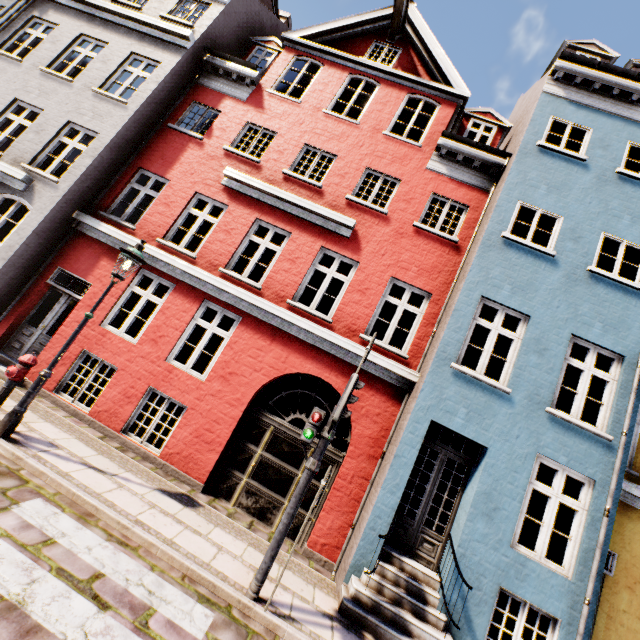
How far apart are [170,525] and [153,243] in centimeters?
676cm

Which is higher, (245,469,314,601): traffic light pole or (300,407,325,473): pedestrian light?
(300,407,325,473): pedestrian light

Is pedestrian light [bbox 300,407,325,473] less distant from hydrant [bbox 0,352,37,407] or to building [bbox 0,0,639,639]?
building [bbox 0,0,639,639]

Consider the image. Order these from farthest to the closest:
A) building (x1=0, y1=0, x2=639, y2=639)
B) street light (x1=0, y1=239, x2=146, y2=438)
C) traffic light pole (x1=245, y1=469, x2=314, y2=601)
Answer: building (x1=0, y1=0, x2=639, y2=639) < street light (x1=0, y1=239, x2=146, y2=438) < traffic light pole (x1=245, y1=469, x2=314, y2=601)

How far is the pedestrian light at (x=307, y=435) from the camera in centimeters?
479cm

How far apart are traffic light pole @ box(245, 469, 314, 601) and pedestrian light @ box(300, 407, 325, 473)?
0.0m

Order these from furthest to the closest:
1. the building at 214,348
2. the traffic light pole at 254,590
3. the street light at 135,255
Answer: the building at 214,348, the street light at 135,255, the traffic light pole at 254,590

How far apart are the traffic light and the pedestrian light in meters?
0.1
